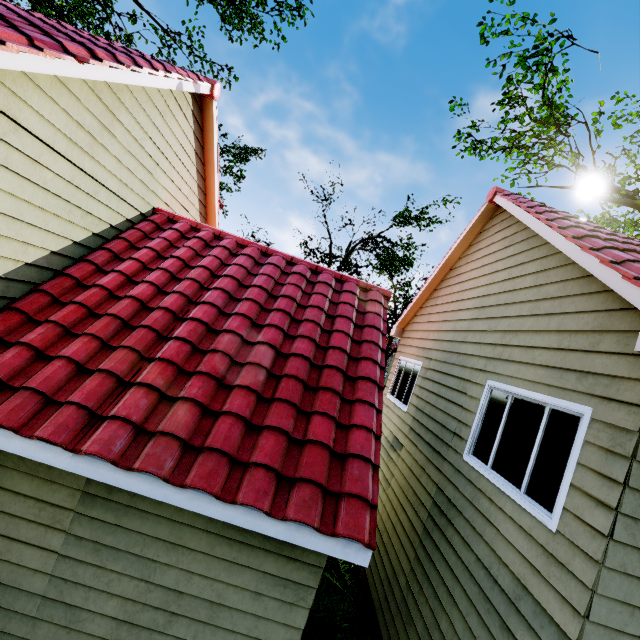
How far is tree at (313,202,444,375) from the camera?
20.0 meters

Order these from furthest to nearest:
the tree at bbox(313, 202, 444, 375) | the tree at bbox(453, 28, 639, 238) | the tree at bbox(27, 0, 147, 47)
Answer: the tree at bbox(313, 202, 444, 375) → the tree at bbox(27, 0, 147, 47) → the tree at bbox(453, 28, 639, 238)

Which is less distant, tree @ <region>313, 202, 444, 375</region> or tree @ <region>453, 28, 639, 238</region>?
tree @ <region>453, 28, 639, 238</region>

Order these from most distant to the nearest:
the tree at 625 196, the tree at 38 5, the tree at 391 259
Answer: the tree at 391 259
the tree at 38 5
the tree at 625 196

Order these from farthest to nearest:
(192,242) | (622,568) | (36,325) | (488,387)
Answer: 1. (192,242)
2. (488,387)
3. (36,325)
4. (622,568)

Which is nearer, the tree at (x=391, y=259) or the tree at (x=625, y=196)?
the tree at (x=625, y=196)
